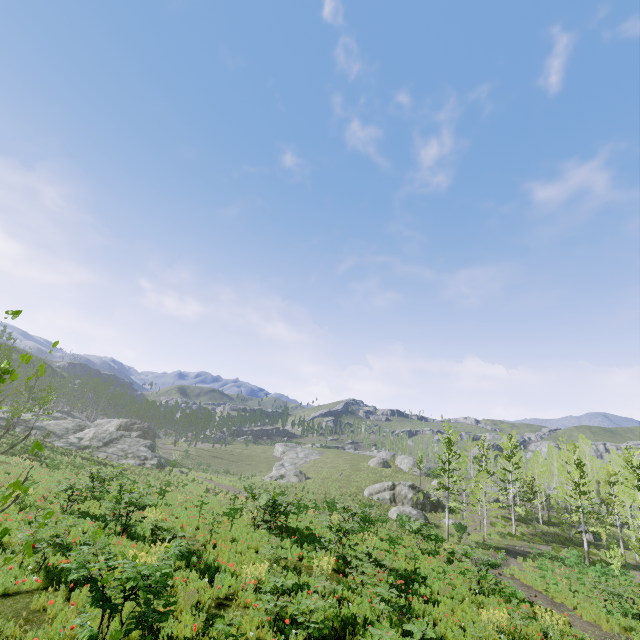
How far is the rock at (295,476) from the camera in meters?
49.7 m

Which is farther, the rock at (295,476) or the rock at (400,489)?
the rock at (295,476)

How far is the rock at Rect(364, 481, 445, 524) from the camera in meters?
35.6 m

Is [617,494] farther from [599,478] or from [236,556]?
[236,556]

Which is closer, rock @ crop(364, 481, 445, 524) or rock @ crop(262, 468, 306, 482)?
rock @ crop(364, 481, 445, 524)

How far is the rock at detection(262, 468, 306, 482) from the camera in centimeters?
4966cm
